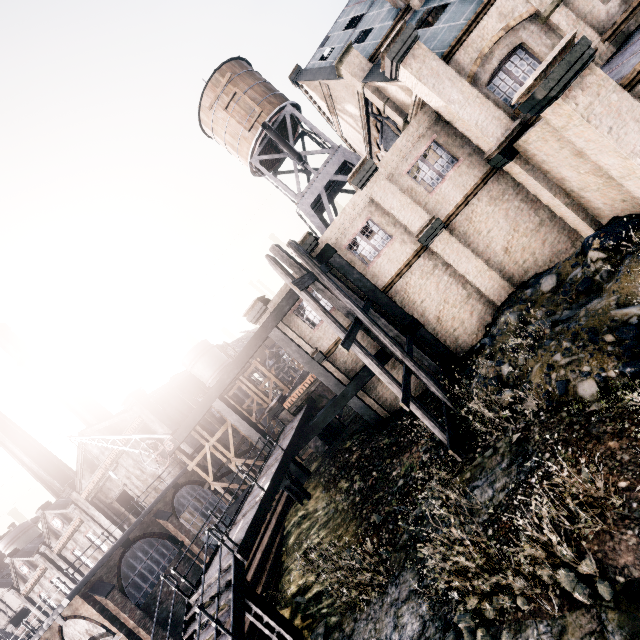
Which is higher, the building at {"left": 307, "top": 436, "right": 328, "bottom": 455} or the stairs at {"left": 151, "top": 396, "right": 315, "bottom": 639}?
the stairs at {"left": 151, "top": 396, "right": 315, "bottom": 639}

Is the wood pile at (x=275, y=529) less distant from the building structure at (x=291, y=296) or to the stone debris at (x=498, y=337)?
the building structure at (x=291, y=296)

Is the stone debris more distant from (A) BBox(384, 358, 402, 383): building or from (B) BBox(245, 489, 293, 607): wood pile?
(B) BBox(245, 489, 293, 607): wood pile

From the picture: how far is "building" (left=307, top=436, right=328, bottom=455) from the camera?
23.3m

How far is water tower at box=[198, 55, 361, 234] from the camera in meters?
26.0 m

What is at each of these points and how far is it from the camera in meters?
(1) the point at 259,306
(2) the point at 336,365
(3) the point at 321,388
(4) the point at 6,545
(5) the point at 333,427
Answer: (1) building, 18.4 m
(2) building, 19.0 m
(3) building, 23.0 m
(4) silo, 56.6 m
(5) building, 23.5 m

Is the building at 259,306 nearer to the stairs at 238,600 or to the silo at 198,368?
the stairs at 238,600

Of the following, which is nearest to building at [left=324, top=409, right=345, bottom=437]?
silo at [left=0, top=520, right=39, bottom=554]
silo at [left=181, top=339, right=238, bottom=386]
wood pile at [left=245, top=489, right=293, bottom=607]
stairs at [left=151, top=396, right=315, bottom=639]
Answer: stairs at [left=151, top=396, right=315, bottom=639]
